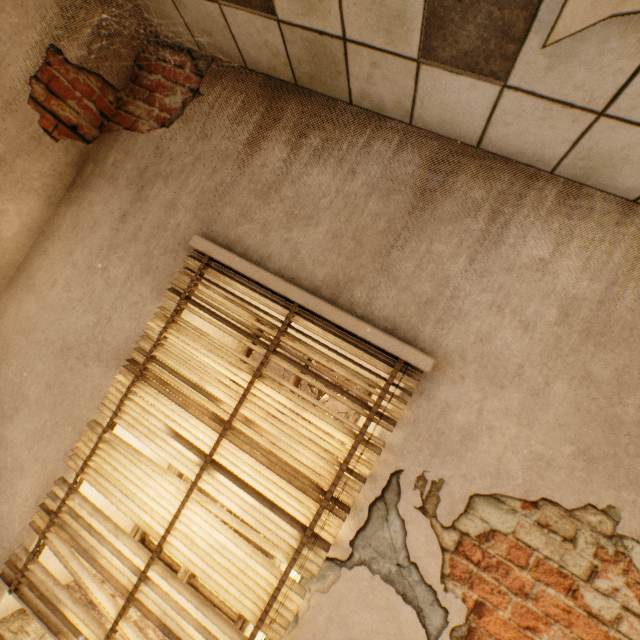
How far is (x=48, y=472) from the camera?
1.6 meters
